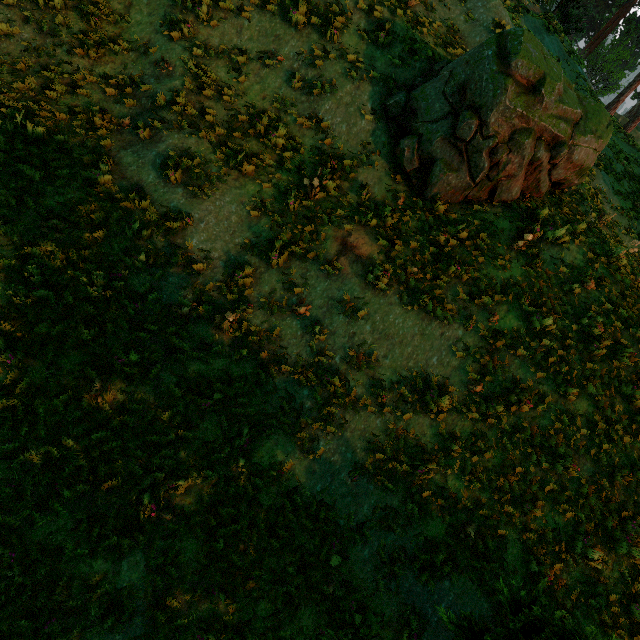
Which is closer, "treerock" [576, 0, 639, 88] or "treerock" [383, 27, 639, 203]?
"treerock" [383, 27, 639, 203]

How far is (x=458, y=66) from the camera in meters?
8.7 m

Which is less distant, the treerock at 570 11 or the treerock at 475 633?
the treerock at 475 633

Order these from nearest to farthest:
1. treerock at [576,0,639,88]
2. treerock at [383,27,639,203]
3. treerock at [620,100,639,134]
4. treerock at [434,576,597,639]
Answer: treerock at [434,576,597,639] → treerock at [383,27,639,203] → treerock at [620,100,639,134] → treerock at [576,0,639,88]

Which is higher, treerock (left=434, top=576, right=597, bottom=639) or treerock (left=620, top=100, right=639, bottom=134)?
treerock (left=620, top=100, right=639, bottom=134)
